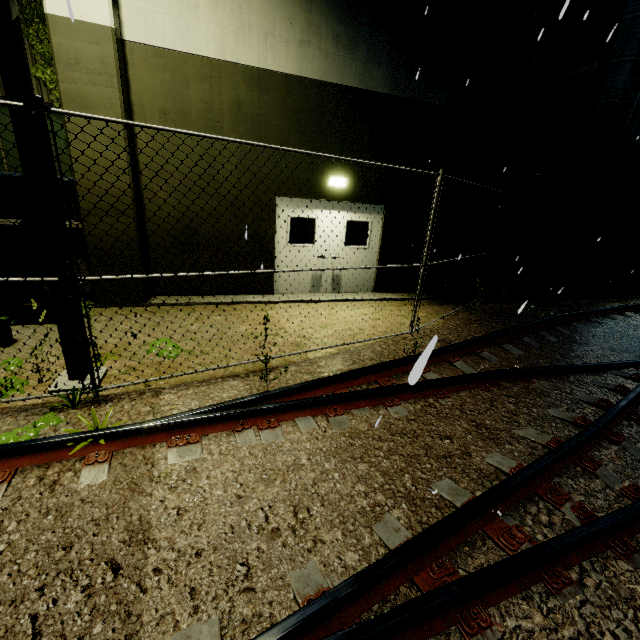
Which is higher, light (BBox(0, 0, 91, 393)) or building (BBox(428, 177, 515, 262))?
light (BBox(0, 0, 91, 393))

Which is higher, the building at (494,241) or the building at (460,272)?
the building at (494,241)

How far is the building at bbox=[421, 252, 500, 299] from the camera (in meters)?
9.81

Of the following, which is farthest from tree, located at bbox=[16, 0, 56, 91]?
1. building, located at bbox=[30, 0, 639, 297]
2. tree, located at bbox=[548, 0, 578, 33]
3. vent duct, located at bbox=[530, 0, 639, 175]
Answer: vent duct, located at bbox=[530, 0, 639, 175]

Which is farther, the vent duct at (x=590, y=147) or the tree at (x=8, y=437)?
the vent duct at (x=590, y=147)

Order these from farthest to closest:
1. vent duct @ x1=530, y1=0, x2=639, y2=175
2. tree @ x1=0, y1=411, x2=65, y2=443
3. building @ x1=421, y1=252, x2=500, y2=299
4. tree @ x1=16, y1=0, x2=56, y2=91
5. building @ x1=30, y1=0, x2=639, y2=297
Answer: building @ x1=421, y1=252, x2=500, y2=299 → vent duct @ x1=530, y1=0, x2=639, y2=175 → tree @ x1=16, y1=0, x2=56, y2=91 → building @ x1=30, y1=0, x2=639, y2=297 → tree @ x1=0, y1=411, x2=65, y2=443

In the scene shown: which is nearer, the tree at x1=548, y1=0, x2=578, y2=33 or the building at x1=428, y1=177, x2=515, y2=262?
the tree at x1=548, y1=0, x2=578, y2=33

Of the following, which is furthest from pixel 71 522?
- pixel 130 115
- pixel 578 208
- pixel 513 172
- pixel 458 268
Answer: pixel 578 208
